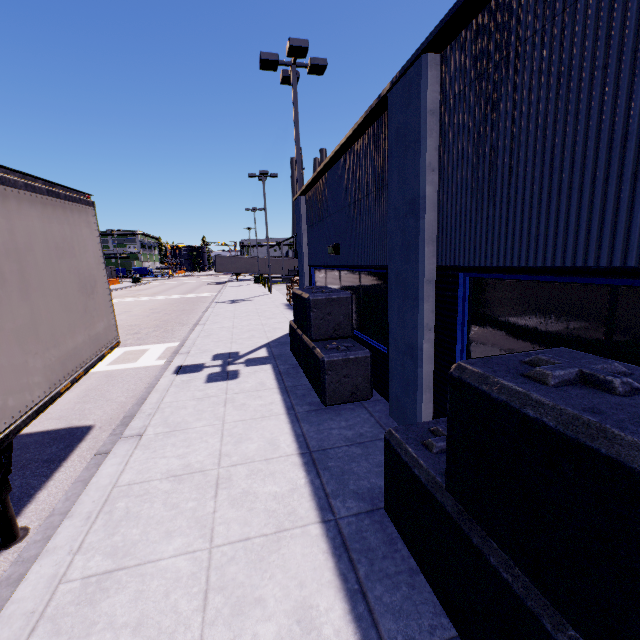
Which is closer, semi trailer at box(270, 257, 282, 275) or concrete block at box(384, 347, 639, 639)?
concrete block at box(384, 347, 639, 639)

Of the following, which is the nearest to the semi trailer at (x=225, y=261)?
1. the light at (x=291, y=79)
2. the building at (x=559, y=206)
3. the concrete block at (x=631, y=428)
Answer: the building at (x=559, y=206)

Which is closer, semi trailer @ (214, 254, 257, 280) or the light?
the light

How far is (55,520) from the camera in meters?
3.7

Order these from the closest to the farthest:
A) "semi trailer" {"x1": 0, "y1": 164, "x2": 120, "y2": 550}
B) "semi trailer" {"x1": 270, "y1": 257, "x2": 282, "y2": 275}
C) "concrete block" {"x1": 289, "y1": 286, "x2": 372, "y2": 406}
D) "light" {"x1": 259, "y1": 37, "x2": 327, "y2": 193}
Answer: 1. "semi trailer" {"x1": 0, "y1": 164, "x2": 120, "y2": 550}
2. "concrete block" {"x1": 289, "y1": 286, "x2": 372, "y2": 406}
3. "light" {"x1": 259, "y1": 37, "x2": 327, "y2": 193}
4. "semi trailer" {"x1": 270, "y1": 257, "x2": 282, "y2": 275}

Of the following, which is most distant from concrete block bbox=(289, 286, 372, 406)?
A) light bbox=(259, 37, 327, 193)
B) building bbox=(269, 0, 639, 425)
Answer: light bbox=(259, 37, 327, 193)

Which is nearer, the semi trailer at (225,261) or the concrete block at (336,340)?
the concrete block at (336,340)

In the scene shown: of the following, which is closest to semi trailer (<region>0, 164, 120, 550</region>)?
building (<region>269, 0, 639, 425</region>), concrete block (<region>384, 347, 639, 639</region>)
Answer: building (<region>269, 0, 639, 425</region>)
